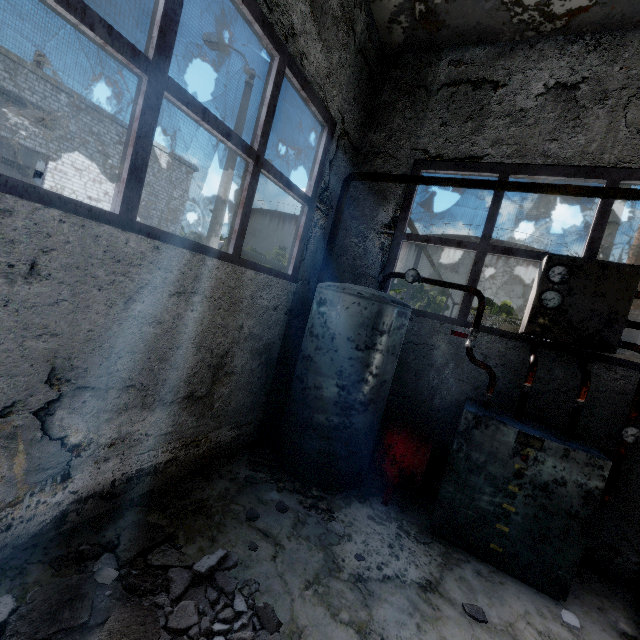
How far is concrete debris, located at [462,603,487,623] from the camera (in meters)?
2.91

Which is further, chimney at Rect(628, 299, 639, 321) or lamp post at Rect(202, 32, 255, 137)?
chimney at Rect(628, 299, 639, 321)

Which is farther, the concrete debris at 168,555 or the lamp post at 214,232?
the lamp post at 214,232

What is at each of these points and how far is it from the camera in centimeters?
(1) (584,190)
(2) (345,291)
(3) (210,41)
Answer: (1) pipe, 376cm
(2) boiler group, 415cm
(3) lamp post, 1077cm

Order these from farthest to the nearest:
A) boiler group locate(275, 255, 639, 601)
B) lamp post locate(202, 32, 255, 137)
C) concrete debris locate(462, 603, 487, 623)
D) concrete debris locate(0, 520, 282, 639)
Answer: lamp post locate(202, 32, 255, 137), boiler group locate(275, 255, 639, 601), concrete debris locate(462, 603, 487, 623), concrete debris locate(0, 520, 282, 639)

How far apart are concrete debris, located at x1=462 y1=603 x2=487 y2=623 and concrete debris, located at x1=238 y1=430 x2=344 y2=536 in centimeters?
128cm

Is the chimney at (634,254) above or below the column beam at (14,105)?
above

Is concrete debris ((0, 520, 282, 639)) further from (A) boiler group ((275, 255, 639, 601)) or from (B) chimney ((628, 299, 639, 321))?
(B) chimney ((628, 299, 639, 321))
